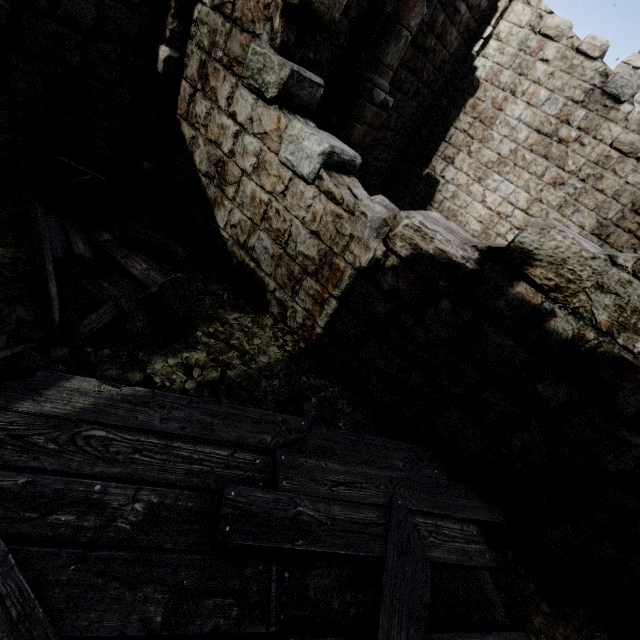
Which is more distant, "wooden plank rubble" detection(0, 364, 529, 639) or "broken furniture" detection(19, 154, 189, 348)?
"broken furniture" detection(19, 154, 189, 348)

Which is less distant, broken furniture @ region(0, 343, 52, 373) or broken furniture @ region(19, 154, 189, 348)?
broken furniture @ region(0, 343, 52, 373)

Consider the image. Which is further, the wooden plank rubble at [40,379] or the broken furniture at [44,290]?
the broken furniture at [44,290]

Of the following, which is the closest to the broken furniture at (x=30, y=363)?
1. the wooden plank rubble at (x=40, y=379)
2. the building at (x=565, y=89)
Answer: the wooden plank rubble at (x=40, y=379)

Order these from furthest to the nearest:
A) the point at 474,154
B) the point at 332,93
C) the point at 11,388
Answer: the point at 474,154
the point at 332,93
the point at 11,388

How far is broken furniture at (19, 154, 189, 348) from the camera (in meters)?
3.18

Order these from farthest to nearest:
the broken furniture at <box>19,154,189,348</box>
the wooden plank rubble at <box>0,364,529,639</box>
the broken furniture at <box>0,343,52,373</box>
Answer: the broken furniture at <box>19,154,189,348</box>, the broken furniture at <box>0,343,52,373</box>, the wooden plank rubble at <box>0,364,529,639</box>

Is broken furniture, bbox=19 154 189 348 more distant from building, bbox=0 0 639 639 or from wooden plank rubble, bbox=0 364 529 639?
building, bbox=0 0 639 639
